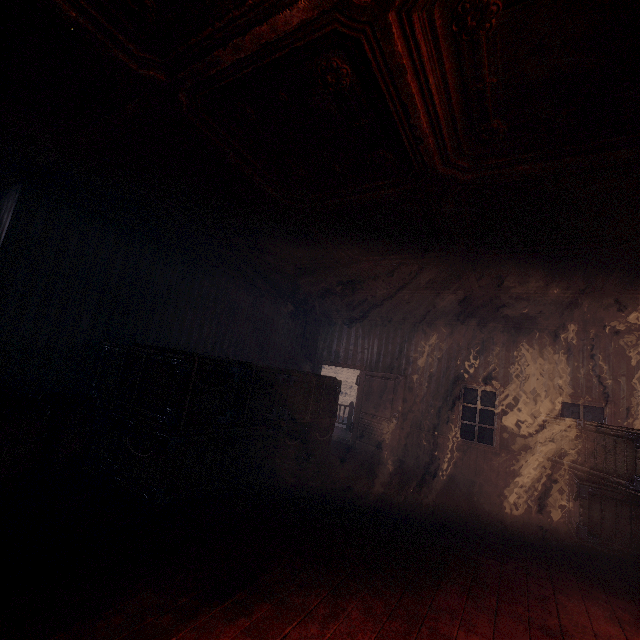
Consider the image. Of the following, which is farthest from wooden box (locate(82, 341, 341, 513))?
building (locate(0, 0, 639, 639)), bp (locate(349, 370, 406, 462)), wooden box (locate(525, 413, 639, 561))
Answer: wooden box (locate(525, 413, 639, 561))

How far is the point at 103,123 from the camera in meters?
3.2

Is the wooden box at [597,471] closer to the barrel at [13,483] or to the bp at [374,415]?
the bp at [374,415]

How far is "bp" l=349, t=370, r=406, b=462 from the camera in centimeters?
826cm

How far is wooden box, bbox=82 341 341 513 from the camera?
3.9m

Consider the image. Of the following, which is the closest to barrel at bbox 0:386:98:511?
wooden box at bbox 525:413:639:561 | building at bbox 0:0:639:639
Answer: building at bbox 0:0:639:639

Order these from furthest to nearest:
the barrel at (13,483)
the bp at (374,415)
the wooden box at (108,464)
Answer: the bp at (374,415), the wooden box at (108,464), the barrel at (13,483)

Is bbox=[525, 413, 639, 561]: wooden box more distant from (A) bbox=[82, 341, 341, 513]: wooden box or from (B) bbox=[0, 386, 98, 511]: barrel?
(B) bbox=[0, 386, 98, 511]: barrel
